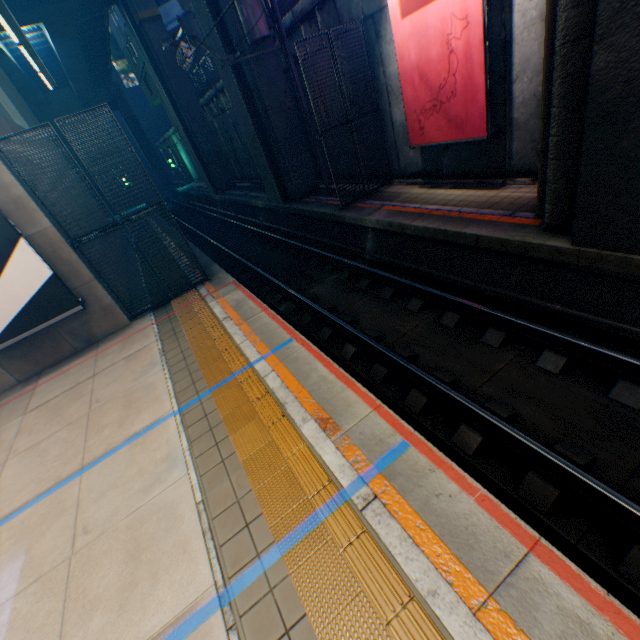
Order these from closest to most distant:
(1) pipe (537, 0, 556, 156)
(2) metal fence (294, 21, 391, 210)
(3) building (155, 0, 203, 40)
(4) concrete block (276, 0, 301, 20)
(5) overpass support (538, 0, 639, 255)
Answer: (5) overpass support (538, 0, 639, 255)
(1) pipe (537, 0, 556, 156)
(2) metal fence (294, 21, 391, 210)
(4) concrete block (276, 0, 301, 20)
(3) building (155, 0, 203, 40)

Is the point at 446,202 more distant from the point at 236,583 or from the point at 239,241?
the point at 239,241

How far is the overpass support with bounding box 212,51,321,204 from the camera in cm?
1262

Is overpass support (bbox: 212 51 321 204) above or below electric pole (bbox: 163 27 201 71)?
below

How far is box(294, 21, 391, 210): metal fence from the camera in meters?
9.4 m

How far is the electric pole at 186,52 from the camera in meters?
9.5 m

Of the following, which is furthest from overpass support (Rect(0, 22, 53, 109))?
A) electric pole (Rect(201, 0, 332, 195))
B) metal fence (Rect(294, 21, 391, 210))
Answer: electric pole (Rect(201, 0, 332, 195))

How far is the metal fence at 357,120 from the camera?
9.4m
